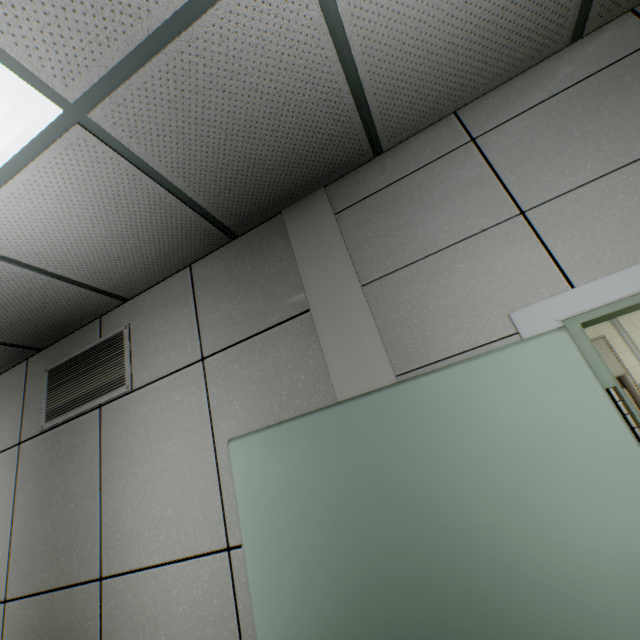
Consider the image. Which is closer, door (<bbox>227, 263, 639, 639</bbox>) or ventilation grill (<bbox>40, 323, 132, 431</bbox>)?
door (<bbox>227, 263, 639, 639</bbox>)

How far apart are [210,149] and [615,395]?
1.90m

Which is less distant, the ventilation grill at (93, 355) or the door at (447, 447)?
the door at (447, 447)

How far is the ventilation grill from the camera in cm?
221

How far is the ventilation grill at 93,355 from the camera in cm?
221

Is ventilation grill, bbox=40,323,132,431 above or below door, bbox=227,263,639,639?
above
